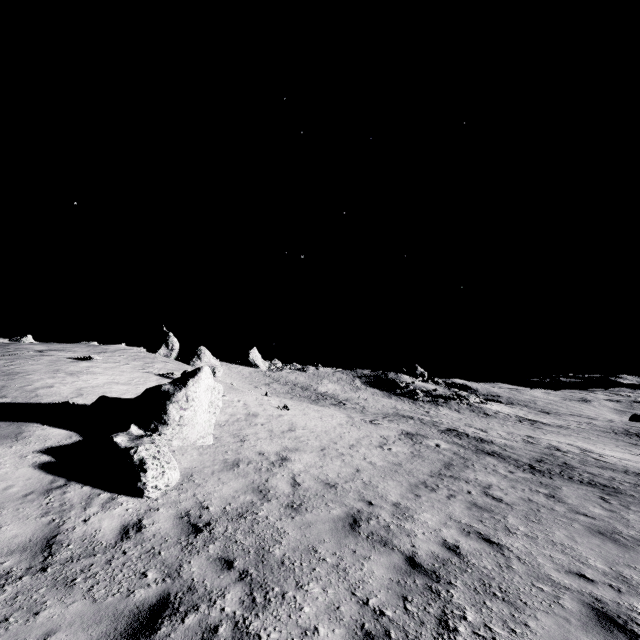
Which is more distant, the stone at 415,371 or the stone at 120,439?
the stone at 415,371

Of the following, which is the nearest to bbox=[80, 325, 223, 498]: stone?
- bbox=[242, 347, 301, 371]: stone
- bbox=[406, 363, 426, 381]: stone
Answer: bbox=[242, 347, 301, 371]: stone

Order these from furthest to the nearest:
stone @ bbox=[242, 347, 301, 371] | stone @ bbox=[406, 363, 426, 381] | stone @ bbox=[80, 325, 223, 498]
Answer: stone @ bbox=[406, 363, 426, 381], stone @ bbox=[242, 347, 301, 371], stone @ bbox=[80, 325, 223, 498]

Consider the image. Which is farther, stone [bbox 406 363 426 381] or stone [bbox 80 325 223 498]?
stone [bbox 406 363 426 381]

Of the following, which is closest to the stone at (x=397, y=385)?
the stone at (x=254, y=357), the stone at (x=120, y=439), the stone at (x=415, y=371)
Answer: the stone at (x=415, y=371)

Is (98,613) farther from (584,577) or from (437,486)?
(437,486)

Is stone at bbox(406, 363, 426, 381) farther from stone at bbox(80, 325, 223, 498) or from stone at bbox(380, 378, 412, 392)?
stone at bbox(80, 325, 223, 498)

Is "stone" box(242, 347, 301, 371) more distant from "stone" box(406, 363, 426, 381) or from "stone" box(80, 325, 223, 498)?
"stone" box(80, 325, 223, 498)
